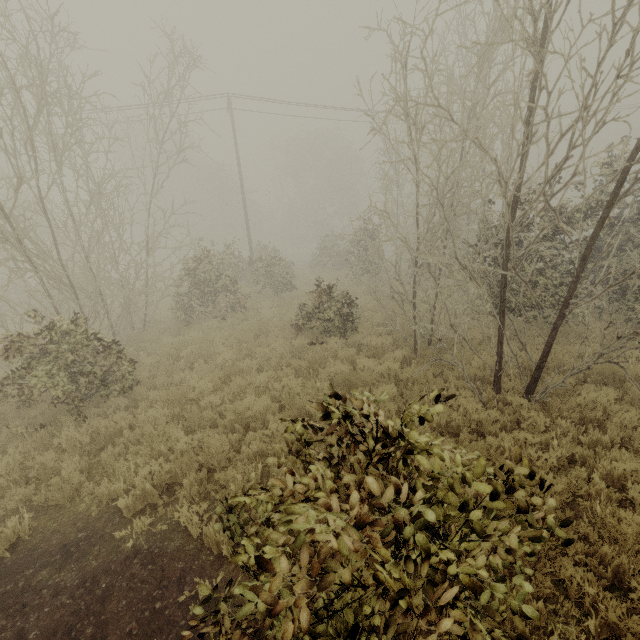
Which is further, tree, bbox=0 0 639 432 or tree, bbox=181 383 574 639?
tree, bbox=0 0 639 432

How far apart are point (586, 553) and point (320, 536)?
4.2m

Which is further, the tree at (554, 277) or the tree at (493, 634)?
the tree at (554, 277)
